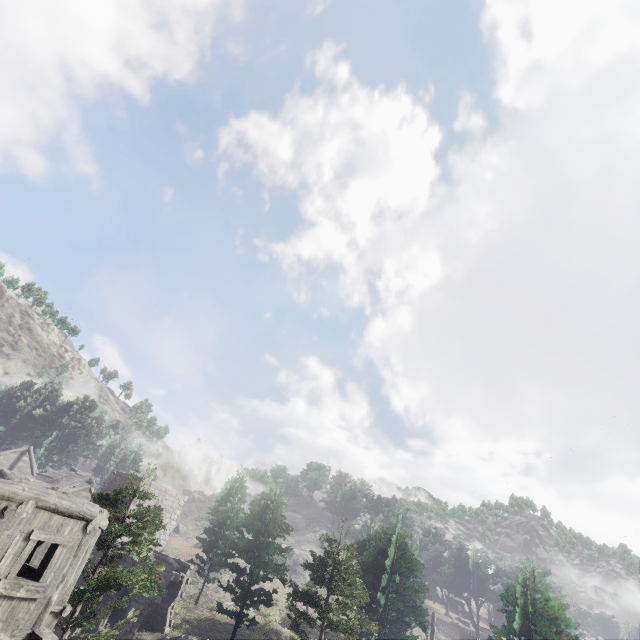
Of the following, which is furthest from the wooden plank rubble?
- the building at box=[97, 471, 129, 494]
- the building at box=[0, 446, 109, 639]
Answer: the building at box=[0, 446, 109, 639]

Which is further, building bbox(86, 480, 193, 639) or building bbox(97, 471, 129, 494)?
building bbox(97, 471, 129, 494)

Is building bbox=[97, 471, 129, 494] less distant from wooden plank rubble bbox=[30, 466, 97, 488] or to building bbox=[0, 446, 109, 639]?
wooden plank rubble bbox=[30, 466, 97, 488]

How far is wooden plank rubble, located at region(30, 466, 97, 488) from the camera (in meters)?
32.38

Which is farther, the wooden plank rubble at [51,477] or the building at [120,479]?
the wooden plank rubble at [51,477]

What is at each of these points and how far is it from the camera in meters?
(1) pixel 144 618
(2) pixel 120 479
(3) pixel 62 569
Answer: (1) building, 24.6 m
(2) building, 28.7 m
(3) building, 9.6 m
